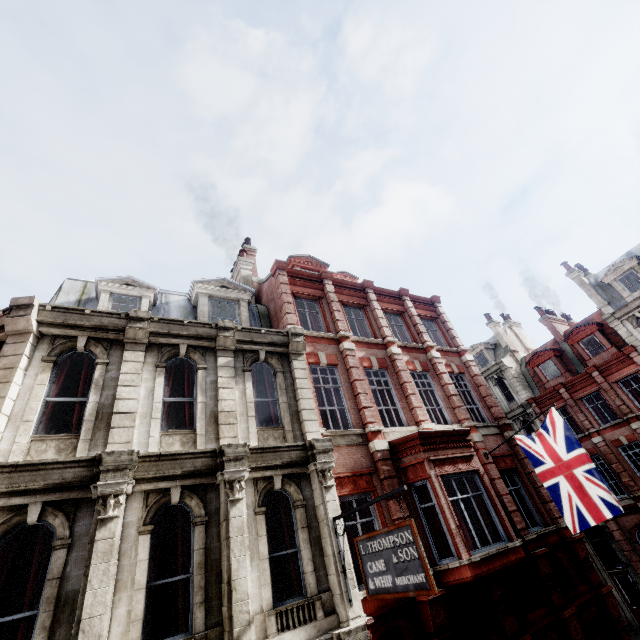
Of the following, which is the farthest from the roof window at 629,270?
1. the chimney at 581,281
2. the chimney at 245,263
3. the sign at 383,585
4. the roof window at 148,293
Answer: the roof window at 148,293

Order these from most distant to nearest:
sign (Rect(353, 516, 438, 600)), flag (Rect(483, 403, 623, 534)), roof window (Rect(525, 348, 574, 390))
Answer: roof window (Rect(525, 348, 574, 390)), flag (Rect(483, 403, 623, 534)), sign (Rect(353, 516, 438, 600))

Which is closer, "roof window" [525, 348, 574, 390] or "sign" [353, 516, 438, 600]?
"sign" [353, 516, 438, 600]

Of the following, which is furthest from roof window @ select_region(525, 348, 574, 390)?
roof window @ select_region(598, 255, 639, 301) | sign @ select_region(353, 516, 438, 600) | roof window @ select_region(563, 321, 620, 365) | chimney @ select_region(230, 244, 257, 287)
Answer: sign @ select_region(353, 516, 438, 600)

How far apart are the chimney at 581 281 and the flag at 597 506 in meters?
18.7

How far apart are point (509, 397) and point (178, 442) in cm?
3060

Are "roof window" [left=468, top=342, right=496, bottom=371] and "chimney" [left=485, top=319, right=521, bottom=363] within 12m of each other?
yes

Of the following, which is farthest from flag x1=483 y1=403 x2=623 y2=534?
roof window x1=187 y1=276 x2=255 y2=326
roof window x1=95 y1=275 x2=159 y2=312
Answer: roof window x1=95 y1=275 x2=159 y2=312
